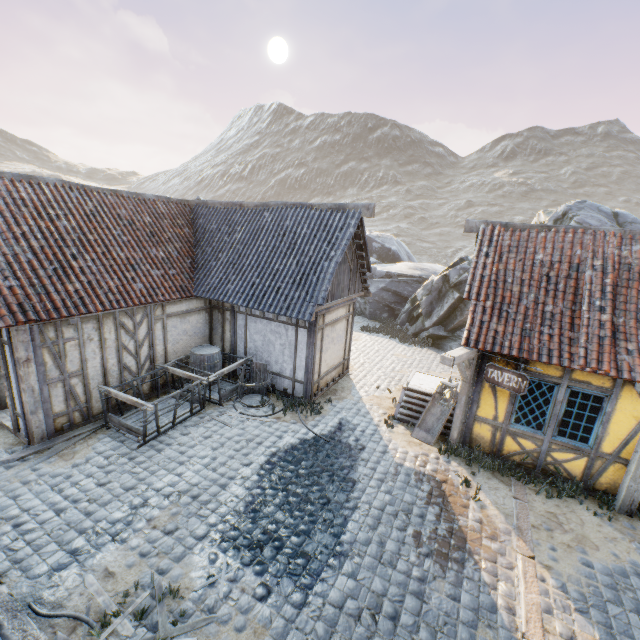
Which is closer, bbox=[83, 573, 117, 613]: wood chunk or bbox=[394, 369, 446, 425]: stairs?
bbox=[83, 573, 117, 613]: wood chunk

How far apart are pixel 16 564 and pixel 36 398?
3.4 meters

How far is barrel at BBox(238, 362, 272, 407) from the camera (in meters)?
9.53

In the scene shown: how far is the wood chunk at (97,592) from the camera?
4.4m

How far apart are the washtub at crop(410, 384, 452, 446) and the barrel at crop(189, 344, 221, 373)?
6.2m

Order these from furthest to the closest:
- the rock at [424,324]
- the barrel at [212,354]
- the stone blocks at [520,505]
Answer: the rock at [424,324]
the barrel at [212,354]
the stone blocks at [520,505]

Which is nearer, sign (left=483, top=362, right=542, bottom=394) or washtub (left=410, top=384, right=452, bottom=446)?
sign (left=483, top=362, right=542, bottom=394)

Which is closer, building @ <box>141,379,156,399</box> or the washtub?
the washtub
